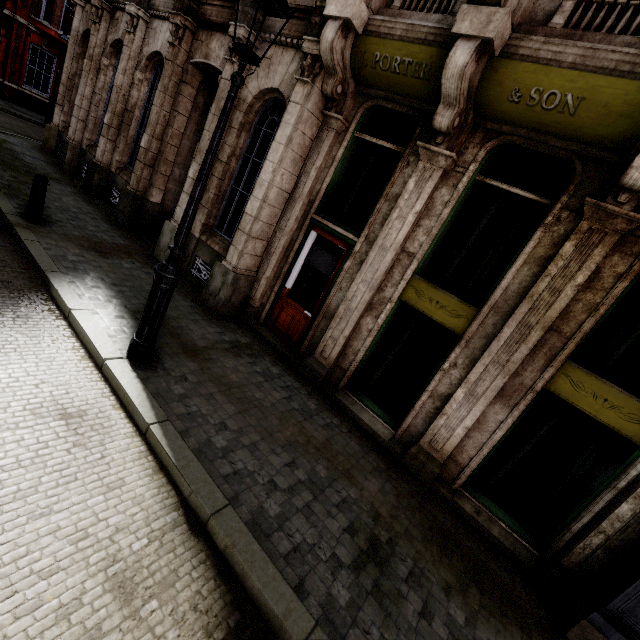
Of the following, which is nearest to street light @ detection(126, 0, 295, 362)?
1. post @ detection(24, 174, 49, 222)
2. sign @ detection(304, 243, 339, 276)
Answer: sign @ detection(304, 243, 339, 276)

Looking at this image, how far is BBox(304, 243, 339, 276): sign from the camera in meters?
6.5

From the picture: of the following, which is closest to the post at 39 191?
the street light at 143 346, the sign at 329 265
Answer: the street light at 143 346

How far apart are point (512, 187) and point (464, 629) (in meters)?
5.53

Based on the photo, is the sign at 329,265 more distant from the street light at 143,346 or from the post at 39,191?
the post at 39,191

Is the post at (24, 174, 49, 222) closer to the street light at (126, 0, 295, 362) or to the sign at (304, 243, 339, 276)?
the street light at (126, 0, 295, 362)
